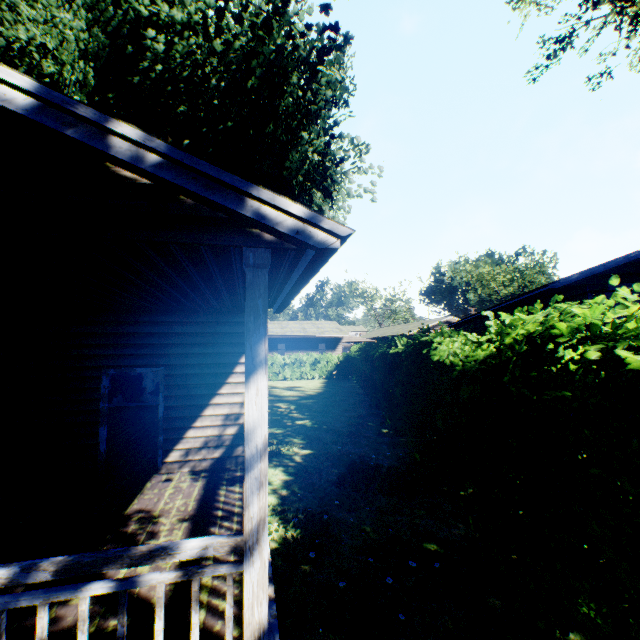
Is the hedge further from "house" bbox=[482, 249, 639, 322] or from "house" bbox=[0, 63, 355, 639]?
"house" bbox=[482, 249, 639, 322]

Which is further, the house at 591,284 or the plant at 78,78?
the plant at 78,78

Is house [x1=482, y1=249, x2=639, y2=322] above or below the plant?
below

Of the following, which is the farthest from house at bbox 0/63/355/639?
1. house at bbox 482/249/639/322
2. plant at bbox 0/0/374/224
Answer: house at bbox 482/249/639/322

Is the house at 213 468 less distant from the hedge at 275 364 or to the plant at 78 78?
the plant at 78 78

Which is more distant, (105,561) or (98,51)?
(98,51)

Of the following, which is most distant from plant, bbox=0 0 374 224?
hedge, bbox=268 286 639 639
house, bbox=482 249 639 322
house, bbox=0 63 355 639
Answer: house, bbox=482 249 639 322

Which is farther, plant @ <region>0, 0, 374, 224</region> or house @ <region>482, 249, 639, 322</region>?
plant @ <region>0, 0, 374, 224</region>
